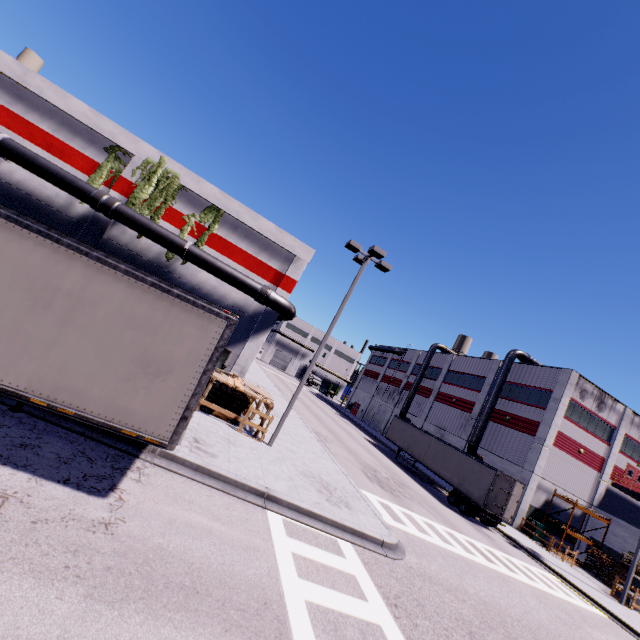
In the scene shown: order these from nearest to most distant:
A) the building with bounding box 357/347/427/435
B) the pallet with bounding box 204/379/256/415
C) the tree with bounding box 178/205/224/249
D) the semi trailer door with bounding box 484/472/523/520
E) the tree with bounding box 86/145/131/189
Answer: the pallet with bounding box 204/379/256/415 < the tree with bounding box 86/145/131/189 < the tree with bounding box 178/205/224/249 < the semi trailer door with bounding box 484/472/523/520 < the building with bounding box 357/347/427/435

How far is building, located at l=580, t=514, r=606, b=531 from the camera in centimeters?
2862cm

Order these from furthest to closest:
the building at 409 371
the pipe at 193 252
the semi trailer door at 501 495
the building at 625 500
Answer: the building at 409 371
the building at 625 500
the semi trailer door at 501 495
the pipe at 193 252

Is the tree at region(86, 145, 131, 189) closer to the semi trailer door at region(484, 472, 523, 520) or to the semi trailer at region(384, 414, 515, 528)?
the semi trailer at region(384, 414, 515, 528)

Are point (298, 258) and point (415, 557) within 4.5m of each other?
no

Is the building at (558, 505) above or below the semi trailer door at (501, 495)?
above

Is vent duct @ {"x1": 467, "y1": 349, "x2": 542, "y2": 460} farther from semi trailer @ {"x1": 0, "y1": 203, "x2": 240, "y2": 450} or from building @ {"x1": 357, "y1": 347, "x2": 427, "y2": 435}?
semi trailer @ {"x1": 0, "y1": 203, "x2": 240, "y2": 450}

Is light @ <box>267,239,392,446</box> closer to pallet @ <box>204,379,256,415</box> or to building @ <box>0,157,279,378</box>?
pallet @ <box>204,379,256,415</box>
